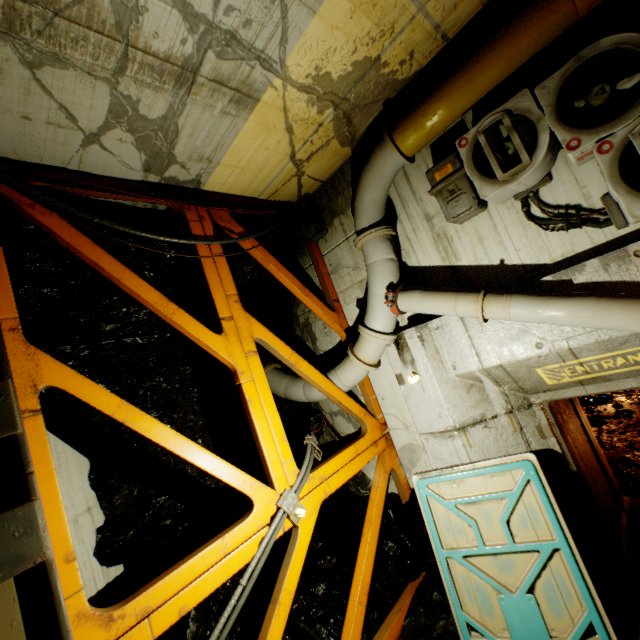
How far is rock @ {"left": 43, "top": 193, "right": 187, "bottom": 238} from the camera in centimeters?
411cm

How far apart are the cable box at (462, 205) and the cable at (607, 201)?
0.31m

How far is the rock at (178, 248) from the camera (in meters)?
3.87

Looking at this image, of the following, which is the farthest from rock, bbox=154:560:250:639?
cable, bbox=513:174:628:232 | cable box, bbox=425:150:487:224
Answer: cable, bbox=513:174:628:232

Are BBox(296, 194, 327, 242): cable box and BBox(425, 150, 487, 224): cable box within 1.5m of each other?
no

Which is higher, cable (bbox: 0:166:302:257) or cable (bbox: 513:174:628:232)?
cable (bbox: 0:166:302:257)

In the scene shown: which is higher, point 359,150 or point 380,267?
point 359,150
